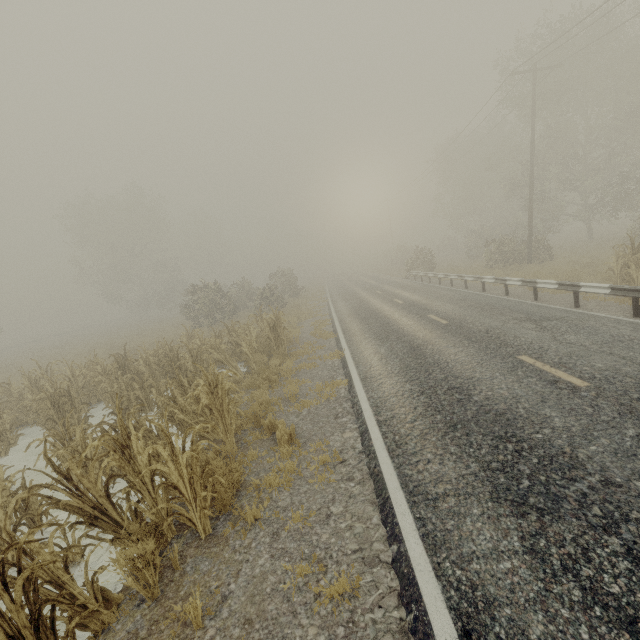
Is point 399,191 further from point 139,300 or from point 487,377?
point 487,377

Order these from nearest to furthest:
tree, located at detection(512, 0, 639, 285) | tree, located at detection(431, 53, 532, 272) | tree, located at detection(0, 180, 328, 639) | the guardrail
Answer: tree, located at detection(0, 180, 328, 639) → the guardrail → tree, located at detection(512, 0, 639, 285) → tree, located at detection(431, 53, 532, 272)

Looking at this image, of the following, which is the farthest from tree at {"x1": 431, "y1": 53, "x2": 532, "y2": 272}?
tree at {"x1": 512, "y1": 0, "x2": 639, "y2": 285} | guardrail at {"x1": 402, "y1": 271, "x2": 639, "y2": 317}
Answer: tree at {"x1": 512, "y1": 0, "x2": 639, "y2": 285}

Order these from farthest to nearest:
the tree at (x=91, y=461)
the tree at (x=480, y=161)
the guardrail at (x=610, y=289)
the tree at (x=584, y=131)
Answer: the tree at (x=480, y=161) < the tree at (x=584, y=131) < the guardrail at (x=610, y=289) < the tree at (x=91, y=461)

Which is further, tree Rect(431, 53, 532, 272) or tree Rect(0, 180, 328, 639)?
tree Rect(431, 53, 532, 272)

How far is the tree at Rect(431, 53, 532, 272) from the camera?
24.77m

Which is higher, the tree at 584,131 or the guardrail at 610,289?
the tree at 584,131

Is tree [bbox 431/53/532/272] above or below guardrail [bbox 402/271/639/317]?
above
